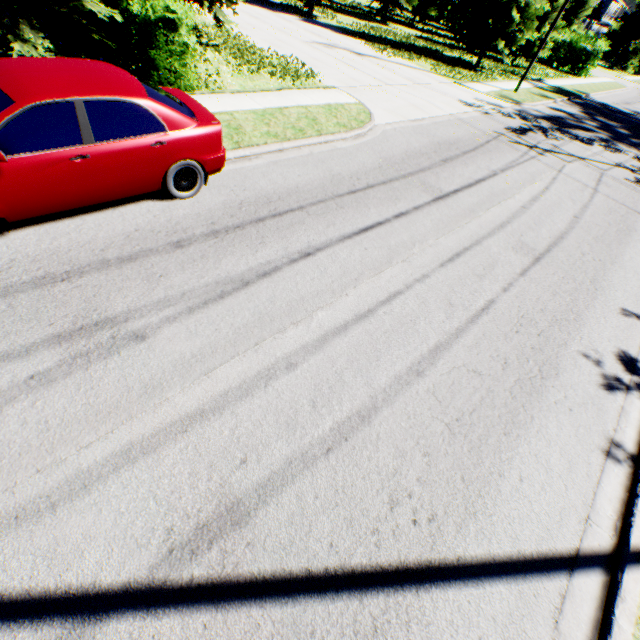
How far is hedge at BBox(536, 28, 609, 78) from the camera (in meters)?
32.00

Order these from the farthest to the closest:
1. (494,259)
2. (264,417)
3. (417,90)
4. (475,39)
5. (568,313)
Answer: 1. (475,39)
2. (417,90)
3. (494,259)
4. (568,313)
5. (264,417)

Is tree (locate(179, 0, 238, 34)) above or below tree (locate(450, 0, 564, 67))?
below

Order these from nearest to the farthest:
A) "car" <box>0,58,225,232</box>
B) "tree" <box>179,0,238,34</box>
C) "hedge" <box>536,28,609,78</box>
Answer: "car" <box>0,58,225,232</box> → "tree" <box>179,0,238,34</box> → "hedge" <box>536,28,609,78</box>

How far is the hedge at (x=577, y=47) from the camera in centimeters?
3200cm

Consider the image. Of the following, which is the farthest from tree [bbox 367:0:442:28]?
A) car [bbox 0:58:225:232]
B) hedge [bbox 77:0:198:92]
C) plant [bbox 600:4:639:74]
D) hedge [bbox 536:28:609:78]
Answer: plant [bbox 600:4:639:74]

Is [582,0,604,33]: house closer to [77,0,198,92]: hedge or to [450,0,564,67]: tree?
[450,0,564,67]: tree

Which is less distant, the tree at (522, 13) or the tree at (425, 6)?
the tree at (522, 13)
